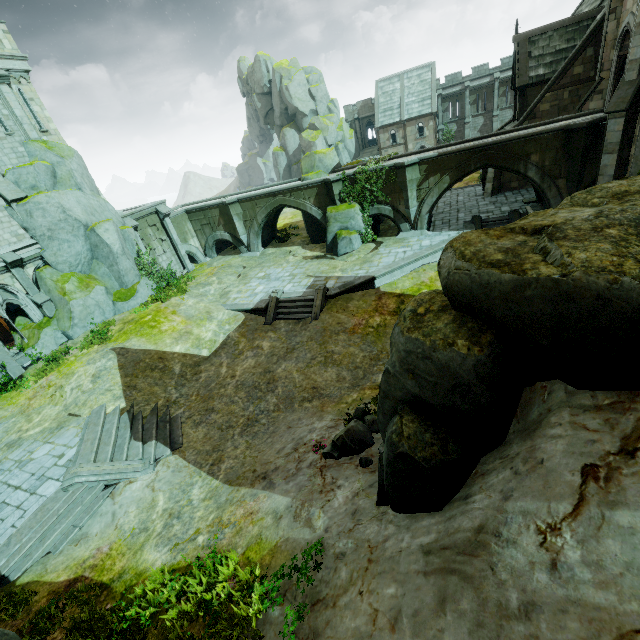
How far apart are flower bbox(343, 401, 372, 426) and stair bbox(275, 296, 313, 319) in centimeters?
797cm

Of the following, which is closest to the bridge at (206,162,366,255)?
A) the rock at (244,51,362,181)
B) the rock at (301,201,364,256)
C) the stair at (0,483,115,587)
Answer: the rock at (301,201,364,256)

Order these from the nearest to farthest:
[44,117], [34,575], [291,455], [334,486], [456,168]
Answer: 1. [334,486]
2. [34,575]
3. [291,455]
4. [44,117]
5. [456,168]

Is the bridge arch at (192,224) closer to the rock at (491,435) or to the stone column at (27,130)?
the stone column at (27,130)

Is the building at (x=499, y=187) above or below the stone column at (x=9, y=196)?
below

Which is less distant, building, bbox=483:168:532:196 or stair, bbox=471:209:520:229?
stair, bbox=471:209:520:229

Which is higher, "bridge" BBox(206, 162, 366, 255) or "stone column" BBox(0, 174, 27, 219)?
"stone column" BBox(0, 174, 27, 219)

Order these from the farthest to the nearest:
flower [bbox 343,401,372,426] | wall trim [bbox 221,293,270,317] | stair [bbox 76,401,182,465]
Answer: wall trim [bbox 221,293,270,317], stair [bbox 76,401,182,465], flower [bbox 343,401,372,426]
